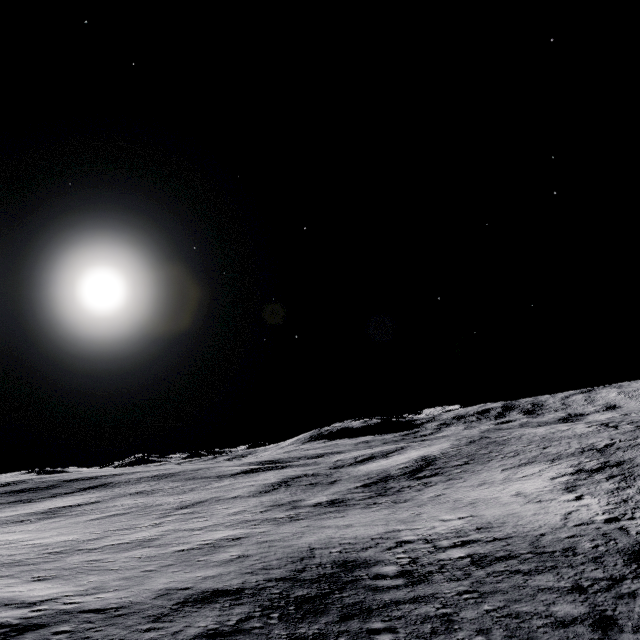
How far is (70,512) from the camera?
38.09m
